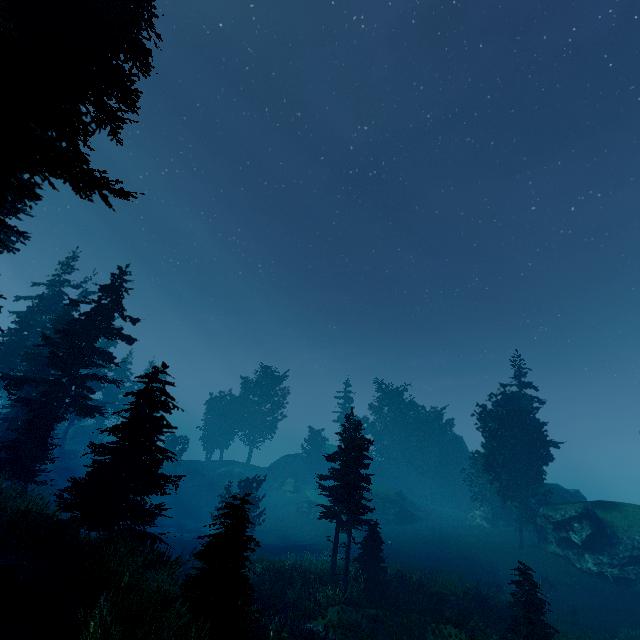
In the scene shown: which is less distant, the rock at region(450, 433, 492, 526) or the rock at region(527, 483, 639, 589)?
the rock at region(527, 483, 639, 589)

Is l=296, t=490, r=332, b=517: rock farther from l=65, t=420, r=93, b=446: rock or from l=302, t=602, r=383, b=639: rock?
l=302, t=602, r=383, b=639: rock

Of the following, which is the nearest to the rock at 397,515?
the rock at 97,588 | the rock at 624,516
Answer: the rock at 624,516

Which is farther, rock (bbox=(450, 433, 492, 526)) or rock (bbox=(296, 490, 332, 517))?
rock (bbox=(296, 490, 332, 517))

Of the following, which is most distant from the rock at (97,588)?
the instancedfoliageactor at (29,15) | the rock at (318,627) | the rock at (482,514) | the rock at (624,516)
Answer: the rock at (482,514)

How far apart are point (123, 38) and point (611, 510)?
49.98m

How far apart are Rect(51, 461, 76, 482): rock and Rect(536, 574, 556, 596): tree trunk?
54.6 meters

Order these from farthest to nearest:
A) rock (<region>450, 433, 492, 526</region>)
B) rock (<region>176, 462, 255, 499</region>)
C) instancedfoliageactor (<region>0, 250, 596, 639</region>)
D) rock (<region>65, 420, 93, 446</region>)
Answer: rock (<region>65, 420, 93, 446</region>), rock (<region>176, 462, 255, 499</region>), rock (<region>450, 433, 492, 526</region>), instancedfoliageactor (<region>0, 250, 596, 639</region>)
